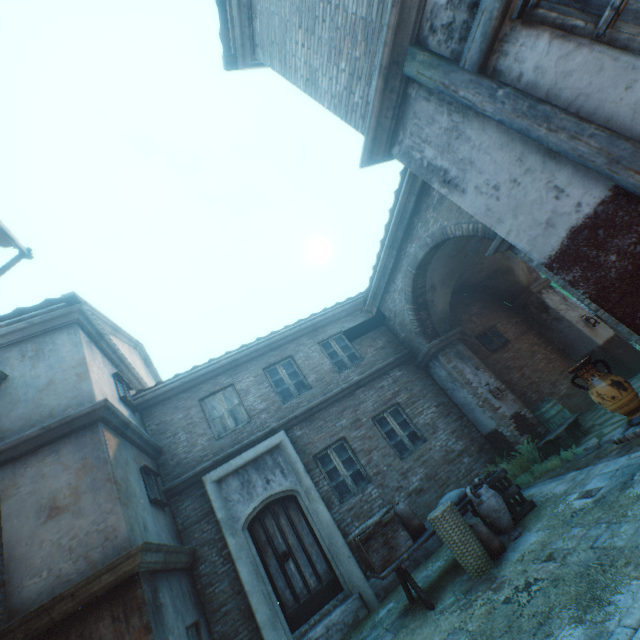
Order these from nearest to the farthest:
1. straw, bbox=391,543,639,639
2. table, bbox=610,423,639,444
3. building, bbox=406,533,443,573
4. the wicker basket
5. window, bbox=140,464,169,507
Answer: straw, bbox=391,543,639,639 → table, bbox=610,423,639,444 → the wicker basket → window, bbox=140,464,169,507 → building, bbox=406,533,443,573

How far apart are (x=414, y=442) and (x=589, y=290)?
7.28m

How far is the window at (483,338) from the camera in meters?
11.1

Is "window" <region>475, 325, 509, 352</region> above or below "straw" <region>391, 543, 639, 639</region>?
above

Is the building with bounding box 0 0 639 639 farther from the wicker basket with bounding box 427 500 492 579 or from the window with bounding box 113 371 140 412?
the wicker basket with bounding box 427 500 492 579

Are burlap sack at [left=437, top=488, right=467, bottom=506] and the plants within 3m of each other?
yes

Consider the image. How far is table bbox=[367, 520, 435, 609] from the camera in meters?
4.9 m

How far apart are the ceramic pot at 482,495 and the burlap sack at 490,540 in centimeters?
14cm
